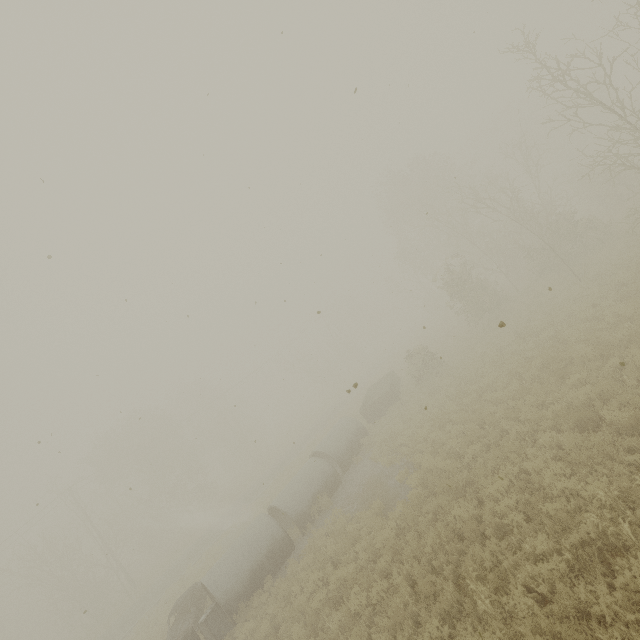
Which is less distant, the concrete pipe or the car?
→ the concrete pipe

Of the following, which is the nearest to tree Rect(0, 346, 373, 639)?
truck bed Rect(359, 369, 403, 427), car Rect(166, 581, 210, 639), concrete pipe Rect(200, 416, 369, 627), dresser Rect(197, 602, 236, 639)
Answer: car Rect(166, 581, 210, 639)

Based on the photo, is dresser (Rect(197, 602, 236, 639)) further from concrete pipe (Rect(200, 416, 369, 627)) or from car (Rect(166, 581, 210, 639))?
car (Rect(166, 581, 210, 639))

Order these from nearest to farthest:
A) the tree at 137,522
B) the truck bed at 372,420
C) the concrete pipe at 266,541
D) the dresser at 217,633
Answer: the dresser at 217,633
the concrete pipe at 266,541
the truck bed at 372,420
the tree at 137,522

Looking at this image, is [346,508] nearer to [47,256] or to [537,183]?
[47,256]

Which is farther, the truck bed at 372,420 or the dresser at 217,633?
the truck bed at 372,420

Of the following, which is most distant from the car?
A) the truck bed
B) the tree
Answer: the tree

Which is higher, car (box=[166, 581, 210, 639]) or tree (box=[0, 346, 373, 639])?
tree (box=[0, 346, 373, 639])
